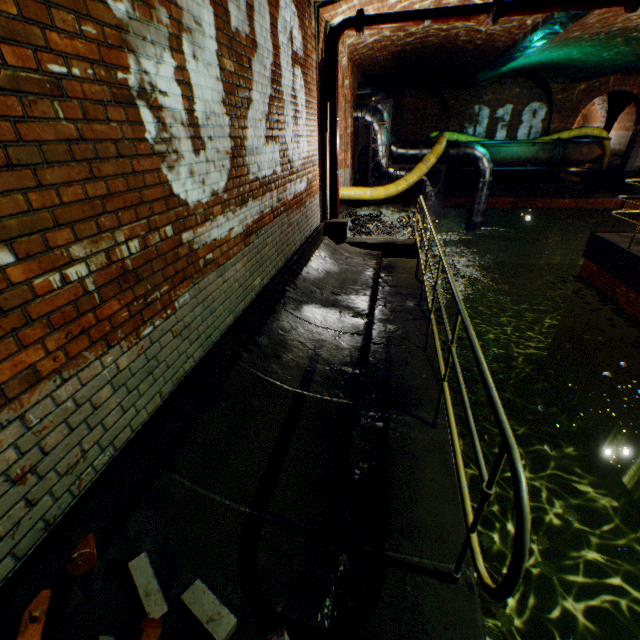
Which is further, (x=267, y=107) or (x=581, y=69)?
(x=581, y=69)

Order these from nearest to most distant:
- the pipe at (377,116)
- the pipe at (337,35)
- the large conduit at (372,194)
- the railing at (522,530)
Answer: the railing at (522,530) < the pipe at (337,35) < the large conduit at (372,194) < the pipe at (377,116)

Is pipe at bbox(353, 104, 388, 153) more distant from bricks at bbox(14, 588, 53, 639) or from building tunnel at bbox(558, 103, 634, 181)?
bricks at bbox(14, 588, 53, 639)

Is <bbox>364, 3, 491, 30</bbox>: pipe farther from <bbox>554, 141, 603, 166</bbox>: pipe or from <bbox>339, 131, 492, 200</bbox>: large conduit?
<bbox>554, 141, 603, 166</bbox>: pipe

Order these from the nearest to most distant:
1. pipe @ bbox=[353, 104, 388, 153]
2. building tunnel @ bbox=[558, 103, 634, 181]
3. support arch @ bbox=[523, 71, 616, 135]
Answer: pipe @ bbox=[353, 104, 388, 153]
support arch @ bbox=[523, 71, 616, 135]
building tunnel @ bbox=[558, 103, 634, 181]

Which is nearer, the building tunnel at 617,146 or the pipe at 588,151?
the pipe at 588,151

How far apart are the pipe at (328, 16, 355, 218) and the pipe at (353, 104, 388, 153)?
5.34m

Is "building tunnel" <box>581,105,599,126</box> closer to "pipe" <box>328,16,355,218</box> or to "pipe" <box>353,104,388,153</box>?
"pipe" <box>353,104,388,153</box>
